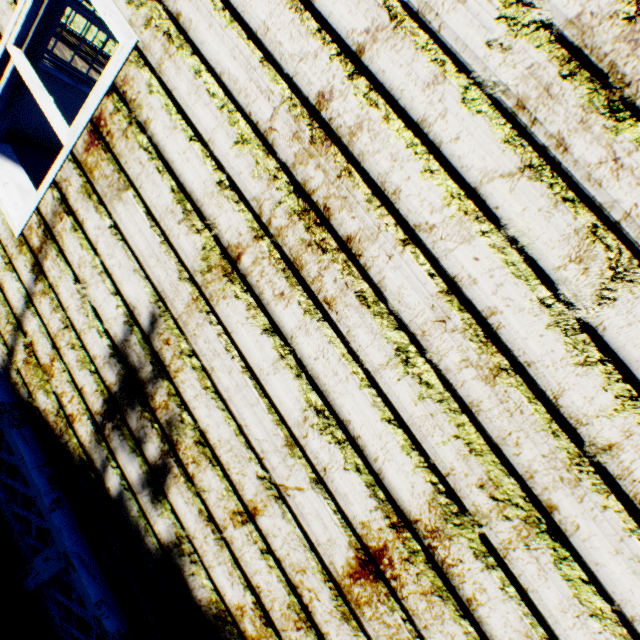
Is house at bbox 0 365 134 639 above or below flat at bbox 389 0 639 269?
below

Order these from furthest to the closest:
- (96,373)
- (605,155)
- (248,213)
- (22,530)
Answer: (22,530), (96,373), (248,213), (605,155)

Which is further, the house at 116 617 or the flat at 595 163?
the house at 116 617

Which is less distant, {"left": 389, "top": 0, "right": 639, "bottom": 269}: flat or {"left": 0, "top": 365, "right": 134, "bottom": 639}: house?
{"left": 389, "top": 0, "right": 639, "bottom": 269}: flat

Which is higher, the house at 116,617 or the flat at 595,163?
the flat at 595,163
